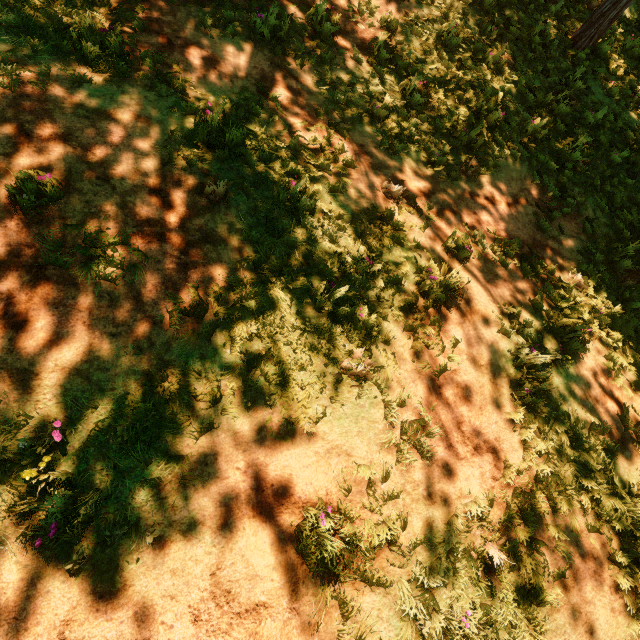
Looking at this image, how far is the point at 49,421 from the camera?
2.9m
